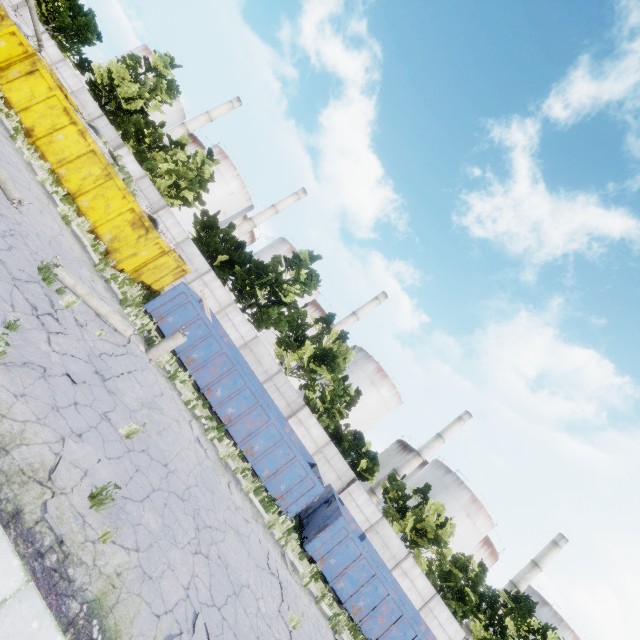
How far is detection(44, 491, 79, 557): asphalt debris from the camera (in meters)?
4.36

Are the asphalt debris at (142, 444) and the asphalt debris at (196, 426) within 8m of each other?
yes

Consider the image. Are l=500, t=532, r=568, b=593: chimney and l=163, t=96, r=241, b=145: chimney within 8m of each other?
no

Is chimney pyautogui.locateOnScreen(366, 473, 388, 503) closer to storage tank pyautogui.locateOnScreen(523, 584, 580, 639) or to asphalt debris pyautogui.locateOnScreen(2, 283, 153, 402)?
storage tank pyautogui.locateOnScreen(523, 584, 580, 639)

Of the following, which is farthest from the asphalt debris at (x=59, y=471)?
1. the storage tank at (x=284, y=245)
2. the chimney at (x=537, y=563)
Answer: the chimney at (x=537, y=563)

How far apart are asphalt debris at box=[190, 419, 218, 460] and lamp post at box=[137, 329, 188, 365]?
2.6 meters

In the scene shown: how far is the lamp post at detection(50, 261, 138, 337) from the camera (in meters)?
9.12

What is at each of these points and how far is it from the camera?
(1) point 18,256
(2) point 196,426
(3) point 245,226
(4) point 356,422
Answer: (1) asphalt debris, 8.0m
(2) asphalt debris, 11.8m
(3) chimney, 55.4m
(4) storage tank, 51.4m
